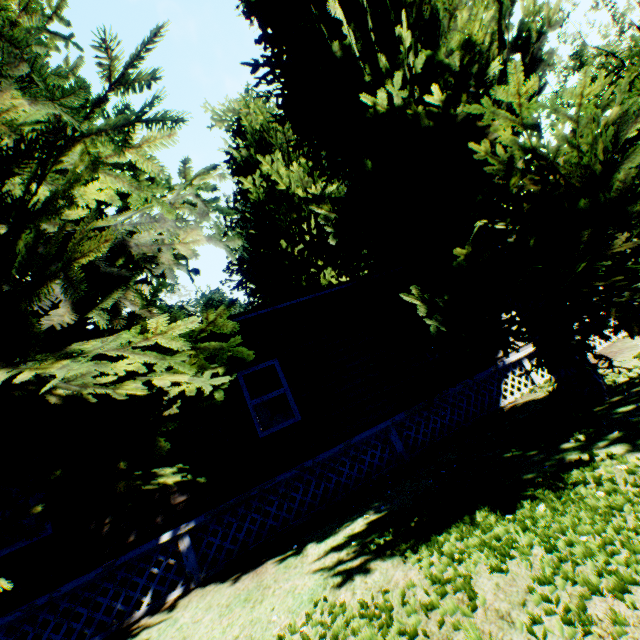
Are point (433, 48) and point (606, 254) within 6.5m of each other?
yes

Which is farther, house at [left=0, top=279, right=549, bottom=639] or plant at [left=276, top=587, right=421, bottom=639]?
house at [left=0, top=279, right=549, bottom=639]

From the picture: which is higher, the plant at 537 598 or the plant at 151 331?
the plant at 151 331

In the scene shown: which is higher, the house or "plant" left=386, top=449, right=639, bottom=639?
the house

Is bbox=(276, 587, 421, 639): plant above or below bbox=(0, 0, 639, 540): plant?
below

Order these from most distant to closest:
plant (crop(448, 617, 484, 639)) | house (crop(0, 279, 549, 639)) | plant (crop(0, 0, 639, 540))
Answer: house (crop(0, 279, 549, 639)) < plant (crop(0, 0, 639, 540)) < plant (crop(448, 617, 484, 639))

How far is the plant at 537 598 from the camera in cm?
230
